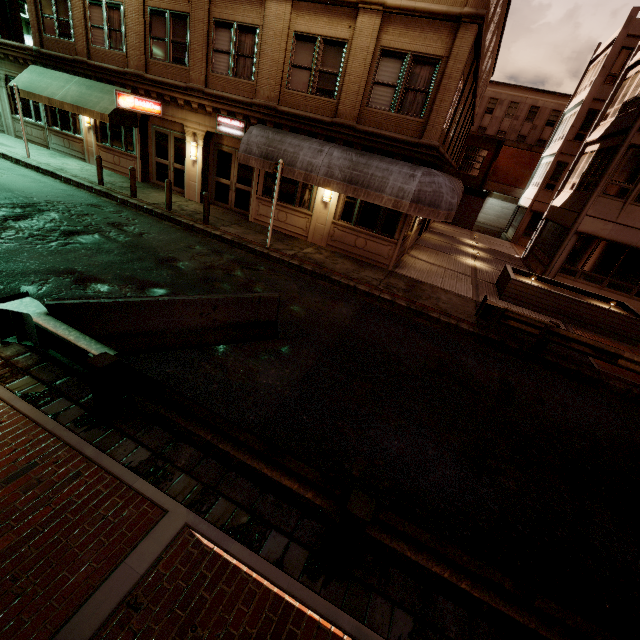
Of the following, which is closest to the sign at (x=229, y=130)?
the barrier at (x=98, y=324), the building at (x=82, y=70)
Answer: the building at (x=82, y=70)

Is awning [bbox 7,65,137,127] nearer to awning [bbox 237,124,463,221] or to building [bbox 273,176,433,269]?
building [bbox 273,176,433,269]

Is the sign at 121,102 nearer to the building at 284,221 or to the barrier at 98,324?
the building at 284,221

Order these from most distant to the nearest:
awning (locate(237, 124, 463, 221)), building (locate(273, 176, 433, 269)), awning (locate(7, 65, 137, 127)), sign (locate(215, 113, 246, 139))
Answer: awning (locate(7, 65, 137, 127))
sign (locate(215, 113, 246, 139))
building (locate(273, 176, 433, 269))
awning (locate(237, 124, 463, 221))

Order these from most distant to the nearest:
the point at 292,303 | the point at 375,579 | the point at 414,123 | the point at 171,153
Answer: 1. the point at 171,153
2. the point at 414,123
3. the point at 292,303
4. the point at 375,579

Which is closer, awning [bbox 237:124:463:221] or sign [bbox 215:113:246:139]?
awning [bbox 237:124:463:221]

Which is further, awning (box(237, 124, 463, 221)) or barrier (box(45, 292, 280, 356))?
awning (box(237, 124, 463, 221))

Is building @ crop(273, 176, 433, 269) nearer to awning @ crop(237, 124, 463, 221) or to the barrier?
awning @ crop(237, 124, 463, 221)
